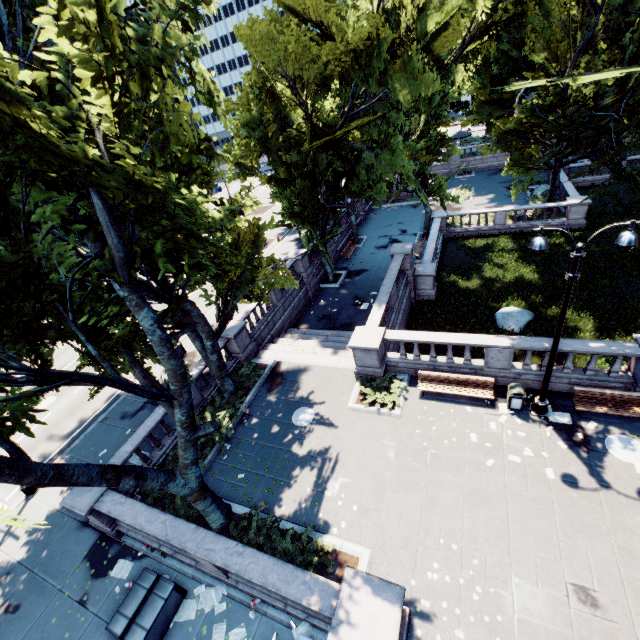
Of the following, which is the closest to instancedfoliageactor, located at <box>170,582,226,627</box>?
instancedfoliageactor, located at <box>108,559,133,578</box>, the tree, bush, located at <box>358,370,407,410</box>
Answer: the tree

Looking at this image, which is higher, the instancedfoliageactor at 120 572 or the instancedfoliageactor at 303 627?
the instancedfoliageactor at 120 572

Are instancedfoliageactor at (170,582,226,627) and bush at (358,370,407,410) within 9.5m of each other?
yes

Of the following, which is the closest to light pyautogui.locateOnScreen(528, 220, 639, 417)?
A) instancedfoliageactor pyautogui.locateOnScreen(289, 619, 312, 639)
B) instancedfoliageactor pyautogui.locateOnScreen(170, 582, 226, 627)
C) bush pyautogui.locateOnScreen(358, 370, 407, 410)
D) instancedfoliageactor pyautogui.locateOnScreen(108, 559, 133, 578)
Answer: bush pyautogui.locateOnScreen(358, 370, 407, 410)

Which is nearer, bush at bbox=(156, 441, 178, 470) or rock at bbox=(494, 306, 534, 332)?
bush at bbox=(156, 441, 178, 470)

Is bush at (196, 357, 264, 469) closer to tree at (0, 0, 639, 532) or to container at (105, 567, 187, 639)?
tree at (0, 0, 639, 532)

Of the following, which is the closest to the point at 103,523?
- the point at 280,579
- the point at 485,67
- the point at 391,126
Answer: the point at 280,579

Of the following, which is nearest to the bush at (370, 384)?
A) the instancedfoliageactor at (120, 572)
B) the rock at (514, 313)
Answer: the rock at (514, 313)
